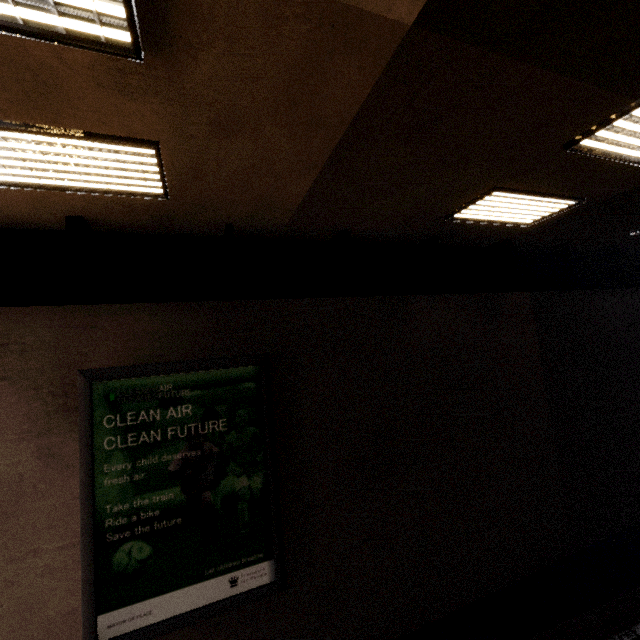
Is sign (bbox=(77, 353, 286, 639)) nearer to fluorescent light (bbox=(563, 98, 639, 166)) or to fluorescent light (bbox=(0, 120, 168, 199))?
fluorescent light (bbox=(0, 120, 168, 199))

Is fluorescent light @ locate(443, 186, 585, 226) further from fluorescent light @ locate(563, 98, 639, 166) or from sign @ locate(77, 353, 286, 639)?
sign @ locate(77, 353, 286, 639)

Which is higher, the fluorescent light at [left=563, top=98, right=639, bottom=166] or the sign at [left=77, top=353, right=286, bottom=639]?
the fluorescent light at [left=563, top=98, right=639, bottom=166]

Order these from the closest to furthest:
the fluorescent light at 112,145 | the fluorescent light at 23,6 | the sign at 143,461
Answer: the fluorescent light at 23,6, the fluorescent light at 112,145, the sign at 143,461

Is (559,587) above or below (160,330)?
below

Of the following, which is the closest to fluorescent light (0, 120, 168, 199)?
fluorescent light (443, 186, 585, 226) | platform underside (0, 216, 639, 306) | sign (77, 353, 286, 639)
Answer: platform underside (0, 216, 639, 306)

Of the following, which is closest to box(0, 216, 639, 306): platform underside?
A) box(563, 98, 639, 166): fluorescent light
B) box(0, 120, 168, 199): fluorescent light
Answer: box(0, 120, 168, 199): fluorescent light

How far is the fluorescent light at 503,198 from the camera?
4.7m
